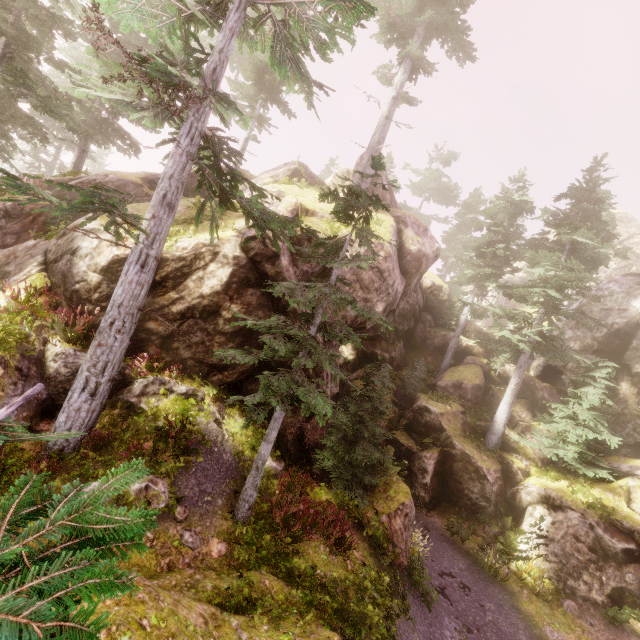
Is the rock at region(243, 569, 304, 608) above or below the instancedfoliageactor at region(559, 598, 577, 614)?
above

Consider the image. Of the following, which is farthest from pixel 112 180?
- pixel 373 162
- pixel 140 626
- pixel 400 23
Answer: pixel 400 23

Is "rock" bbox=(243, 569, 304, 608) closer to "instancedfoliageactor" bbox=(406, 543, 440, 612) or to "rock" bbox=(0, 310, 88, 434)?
"instancedfoliageactor" bbox=(406, 543, 440, 612)

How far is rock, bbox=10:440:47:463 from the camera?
7.4m

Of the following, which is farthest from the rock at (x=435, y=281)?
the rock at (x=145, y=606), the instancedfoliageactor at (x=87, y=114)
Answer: the rock at (x=145, y=606)

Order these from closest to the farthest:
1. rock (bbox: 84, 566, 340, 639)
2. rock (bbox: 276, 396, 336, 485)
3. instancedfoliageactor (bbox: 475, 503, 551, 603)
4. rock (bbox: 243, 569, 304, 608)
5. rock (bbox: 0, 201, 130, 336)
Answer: rock (bbox: 84, 566, 340, 639), rock (bbox: 243, 569, 304, 608), rock (bbox: 0, 201, 130, 336), rock (bbox: 276, 396, 336, 485), instancedfoliageactor (bbox: 475, 503, 551, 603)

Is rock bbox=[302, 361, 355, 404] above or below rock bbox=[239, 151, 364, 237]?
below
